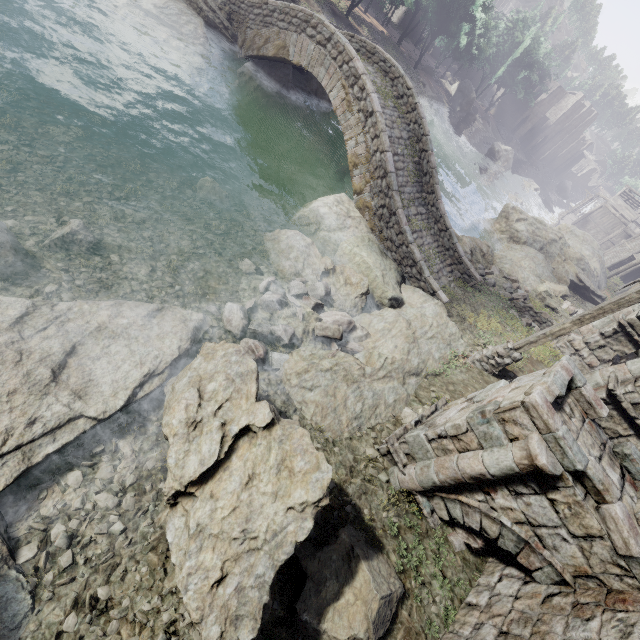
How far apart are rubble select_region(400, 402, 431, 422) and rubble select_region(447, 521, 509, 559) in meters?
1.6

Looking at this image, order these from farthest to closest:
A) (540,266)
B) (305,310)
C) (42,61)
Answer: (540,266)
(42,61)
(305,310)

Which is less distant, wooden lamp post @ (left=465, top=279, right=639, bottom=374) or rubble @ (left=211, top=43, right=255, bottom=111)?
wooden lamp post @ (left=465, top=279, right=639, bottom=374)

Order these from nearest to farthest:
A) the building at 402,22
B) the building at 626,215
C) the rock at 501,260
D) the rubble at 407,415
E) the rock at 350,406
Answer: the rock at 350,406 → the rubble at 407,415 → the rock at 501,260 → the building at 626,215 → the building at 402,22

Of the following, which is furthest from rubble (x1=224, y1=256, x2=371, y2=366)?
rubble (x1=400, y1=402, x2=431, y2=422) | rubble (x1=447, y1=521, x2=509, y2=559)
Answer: rubble (x1=447, y1=521, x2=509, y2=559)

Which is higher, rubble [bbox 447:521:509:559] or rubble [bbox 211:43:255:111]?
rubble [bbox 447:521:509:559]

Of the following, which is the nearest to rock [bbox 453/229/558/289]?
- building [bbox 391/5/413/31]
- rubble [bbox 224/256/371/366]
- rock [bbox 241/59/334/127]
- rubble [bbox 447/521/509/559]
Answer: rubble [bbox 224/256/371/366]

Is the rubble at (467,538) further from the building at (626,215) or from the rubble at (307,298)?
the rubble at (307,298)
